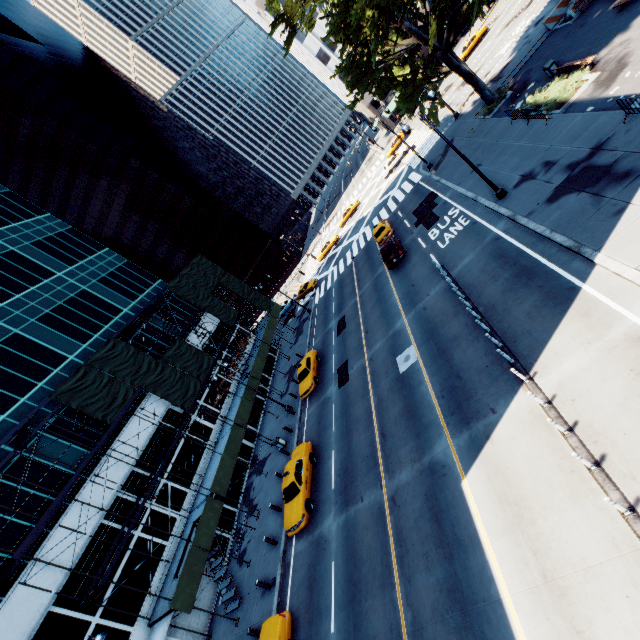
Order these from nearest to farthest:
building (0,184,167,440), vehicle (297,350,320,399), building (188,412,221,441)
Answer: building (0,184,167,440) < vehicle (297,350,320,399) < building (188,412,221,441)

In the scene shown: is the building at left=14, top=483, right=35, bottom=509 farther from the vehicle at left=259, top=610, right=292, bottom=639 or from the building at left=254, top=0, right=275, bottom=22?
the building at left=254, top=0, right=275, bottom=22

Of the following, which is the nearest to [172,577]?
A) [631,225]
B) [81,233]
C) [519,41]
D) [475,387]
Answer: [475,387]

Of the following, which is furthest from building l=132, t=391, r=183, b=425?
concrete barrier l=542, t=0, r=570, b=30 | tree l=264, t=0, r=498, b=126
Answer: concrete barrier l=542, t=0, r=570, b=30

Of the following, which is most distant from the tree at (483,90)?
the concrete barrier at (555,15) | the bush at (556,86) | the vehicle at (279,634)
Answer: the vehicle at (279,634)

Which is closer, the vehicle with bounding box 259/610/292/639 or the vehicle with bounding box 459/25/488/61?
the vehicle with bounding box 259/610/292/639

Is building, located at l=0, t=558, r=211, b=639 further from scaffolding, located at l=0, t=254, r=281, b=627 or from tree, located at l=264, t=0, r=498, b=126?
tree, located at l=264, t=0, r=498, b=126

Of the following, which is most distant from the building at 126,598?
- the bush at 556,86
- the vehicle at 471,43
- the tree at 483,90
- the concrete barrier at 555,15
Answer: the vehicle at 471,43
